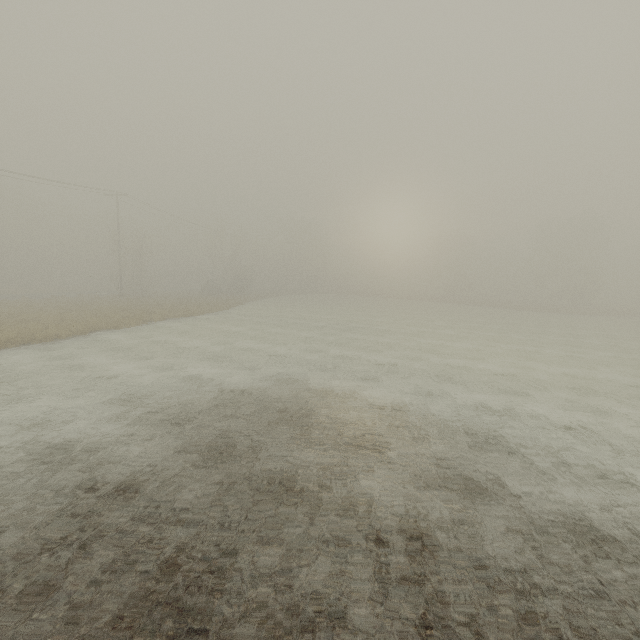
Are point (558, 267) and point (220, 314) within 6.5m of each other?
no
